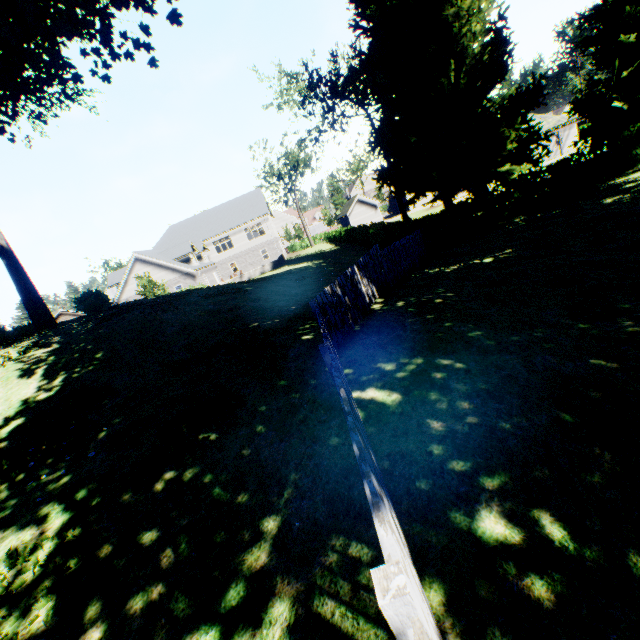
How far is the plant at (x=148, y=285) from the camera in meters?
12.7

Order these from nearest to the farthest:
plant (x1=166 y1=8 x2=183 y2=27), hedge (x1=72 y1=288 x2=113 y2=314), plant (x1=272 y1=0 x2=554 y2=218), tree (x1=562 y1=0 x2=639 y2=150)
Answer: plant (x1=166 y1=8 x2=183 y2=27) < hedge (x1=72 y1=288 x2=113 y2=314) < tree (x1=562 y1=0 x2=639 y2=150) < plant (x1=272 y1=0 x2=554 y2=218)

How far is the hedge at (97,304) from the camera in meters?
15.7

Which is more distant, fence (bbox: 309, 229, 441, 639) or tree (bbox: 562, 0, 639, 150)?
tree (bbox: 562, 0, 639, 150)

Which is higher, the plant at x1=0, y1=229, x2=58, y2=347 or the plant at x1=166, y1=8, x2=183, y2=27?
the plant at x1=166, y1=8, x2=183, y2=27

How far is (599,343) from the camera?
4.55m

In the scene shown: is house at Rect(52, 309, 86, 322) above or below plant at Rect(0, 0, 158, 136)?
below

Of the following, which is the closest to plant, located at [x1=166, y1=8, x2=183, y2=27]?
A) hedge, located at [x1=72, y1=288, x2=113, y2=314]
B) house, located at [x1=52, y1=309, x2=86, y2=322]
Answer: hedge, located at [x1=72, y1=288, x2=113, y2=314]
